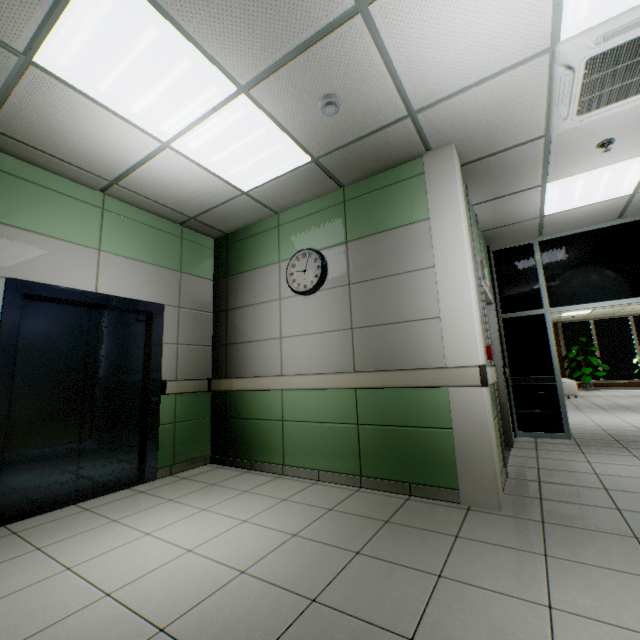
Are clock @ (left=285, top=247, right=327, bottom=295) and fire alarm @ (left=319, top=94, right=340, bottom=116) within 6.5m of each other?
yes

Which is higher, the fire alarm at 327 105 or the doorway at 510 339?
the fire alarm at 327 105

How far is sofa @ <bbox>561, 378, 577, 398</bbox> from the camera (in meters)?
10.84

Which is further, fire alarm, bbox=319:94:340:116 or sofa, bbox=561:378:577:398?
sofa, bbox=561:378:577:398

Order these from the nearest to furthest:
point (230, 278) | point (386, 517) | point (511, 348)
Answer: point (386, 517), point (230, 278), point (511, 348)

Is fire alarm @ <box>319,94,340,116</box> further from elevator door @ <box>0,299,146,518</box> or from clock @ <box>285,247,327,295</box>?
elevator door @ <box>0,299,146,518</box>

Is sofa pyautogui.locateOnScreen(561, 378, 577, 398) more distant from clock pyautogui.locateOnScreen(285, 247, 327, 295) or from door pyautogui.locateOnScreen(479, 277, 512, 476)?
clock pyautogui.locateOnScreen(285, 247, 327, 295)

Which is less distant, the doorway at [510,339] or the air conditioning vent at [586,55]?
the air conditioning vent at [586,55]
